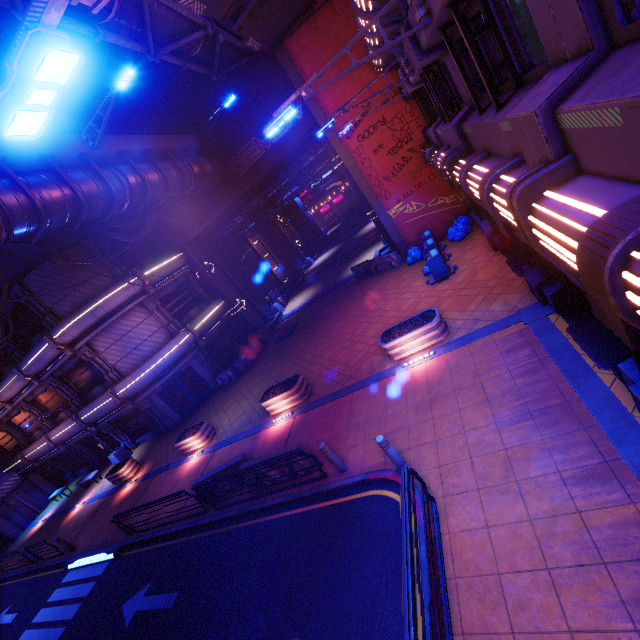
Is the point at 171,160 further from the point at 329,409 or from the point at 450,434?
the point at 450,434

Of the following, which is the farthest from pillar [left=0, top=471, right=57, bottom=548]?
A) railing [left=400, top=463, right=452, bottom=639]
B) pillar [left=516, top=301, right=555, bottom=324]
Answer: pillar [left=516, top=301, right=555, bottom=324]

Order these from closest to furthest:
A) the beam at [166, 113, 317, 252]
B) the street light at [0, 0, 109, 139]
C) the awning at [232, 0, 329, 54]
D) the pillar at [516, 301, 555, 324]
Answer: the street light at [0, 0, 109, 139], the pillar at [516, 301, 555, 324], the awning at [232, 0, 329, 54], the beam at [166, 113, 317, 252]

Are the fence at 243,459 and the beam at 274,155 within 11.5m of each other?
no

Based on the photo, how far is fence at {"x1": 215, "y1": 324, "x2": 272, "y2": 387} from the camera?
21.69m

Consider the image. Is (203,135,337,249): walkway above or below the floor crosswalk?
above

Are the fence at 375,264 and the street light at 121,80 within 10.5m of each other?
no

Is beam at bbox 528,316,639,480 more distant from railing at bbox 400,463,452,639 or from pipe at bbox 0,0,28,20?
pipe at bbox 0,0,28,20
